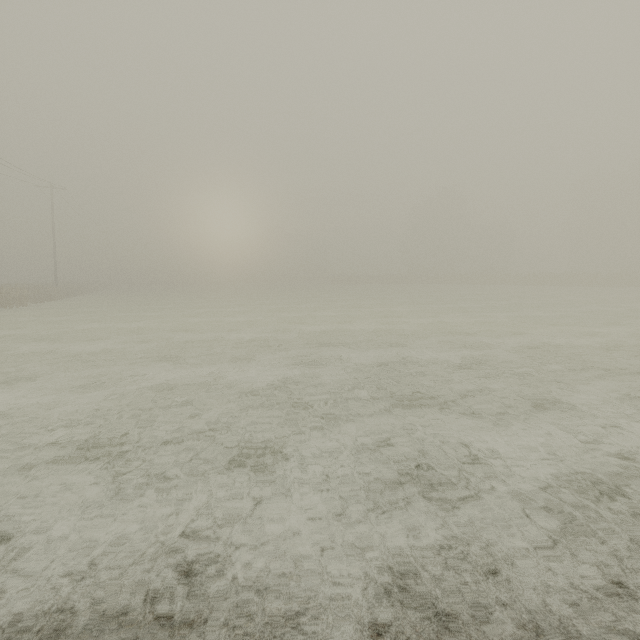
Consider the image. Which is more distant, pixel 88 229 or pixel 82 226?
pixel 88 229
